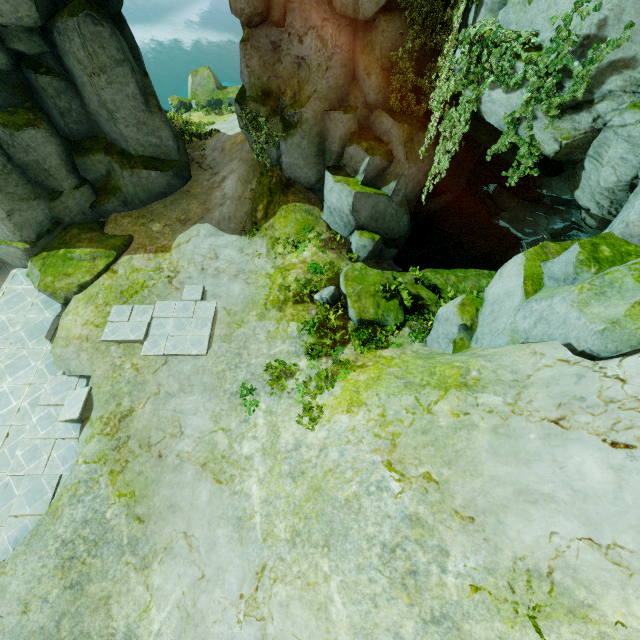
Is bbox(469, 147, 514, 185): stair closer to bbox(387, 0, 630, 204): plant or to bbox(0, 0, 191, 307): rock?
bbox(0, 0, 191, 307): rock

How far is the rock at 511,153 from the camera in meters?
8.6 m

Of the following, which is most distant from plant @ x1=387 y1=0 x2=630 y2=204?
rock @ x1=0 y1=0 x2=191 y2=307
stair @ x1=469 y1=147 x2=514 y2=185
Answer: stair @ x1=469 y1=147 x2=514 y2=185

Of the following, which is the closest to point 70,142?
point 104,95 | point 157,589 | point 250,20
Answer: point 104,95

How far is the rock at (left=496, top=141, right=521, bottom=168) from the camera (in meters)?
8.65

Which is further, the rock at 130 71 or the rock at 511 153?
the rock at 130 71

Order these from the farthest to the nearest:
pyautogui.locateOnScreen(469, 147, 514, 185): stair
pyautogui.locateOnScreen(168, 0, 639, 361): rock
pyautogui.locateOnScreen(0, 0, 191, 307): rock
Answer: pyautogui.locateOnScreen(469, 147, 514, 185): stair < pyautogui.locateOnScreen(0, 0, 191, 307): rock < pyautogui.locateOnScreen(168, 0, 639, 361): rock
